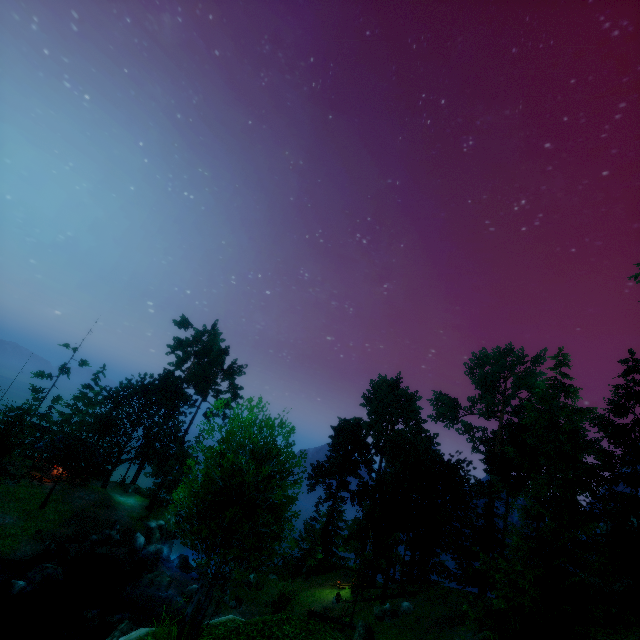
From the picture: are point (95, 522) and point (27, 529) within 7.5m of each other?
yes

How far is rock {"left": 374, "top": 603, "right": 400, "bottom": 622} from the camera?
23.7m

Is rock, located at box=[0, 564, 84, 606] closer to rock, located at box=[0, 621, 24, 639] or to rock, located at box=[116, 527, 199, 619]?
rock, located at box=[0, 621, 24, 639]

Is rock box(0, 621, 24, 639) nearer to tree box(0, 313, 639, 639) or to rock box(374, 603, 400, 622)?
tree box(0, 313, 639, 639)

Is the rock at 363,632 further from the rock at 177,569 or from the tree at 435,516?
the rock at 177,569

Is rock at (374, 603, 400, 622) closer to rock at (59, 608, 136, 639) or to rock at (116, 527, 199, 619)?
rock at (116, 527, 199, 619)

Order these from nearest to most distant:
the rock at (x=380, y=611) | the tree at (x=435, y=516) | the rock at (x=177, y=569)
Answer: the tree at (x=435, y=516), the rock at (x=380, y=611), the rock at (x=177, y=569)

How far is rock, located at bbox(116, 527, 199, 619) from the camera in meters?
25.5 m
